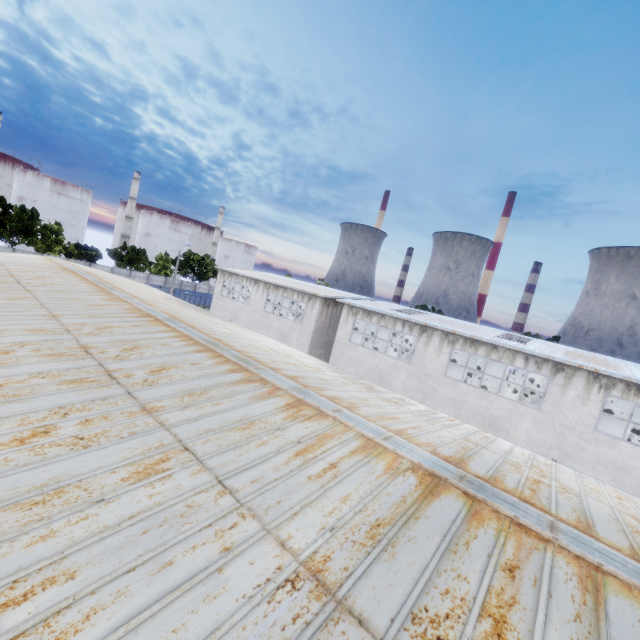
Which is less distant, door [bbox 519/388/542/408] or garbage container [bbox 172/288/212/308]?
door [bbox 519/388/542/408]

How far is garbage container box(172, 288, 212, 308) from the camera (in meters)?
54.81

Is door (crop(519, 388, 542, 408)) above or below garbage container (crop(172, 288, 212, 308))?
above

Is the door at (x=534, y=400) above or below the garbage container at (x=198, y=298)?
above

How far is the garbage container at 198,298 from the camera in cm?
5481

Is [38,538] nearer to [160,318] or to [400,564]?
[400,564]

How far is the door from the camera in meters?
31.8 m
